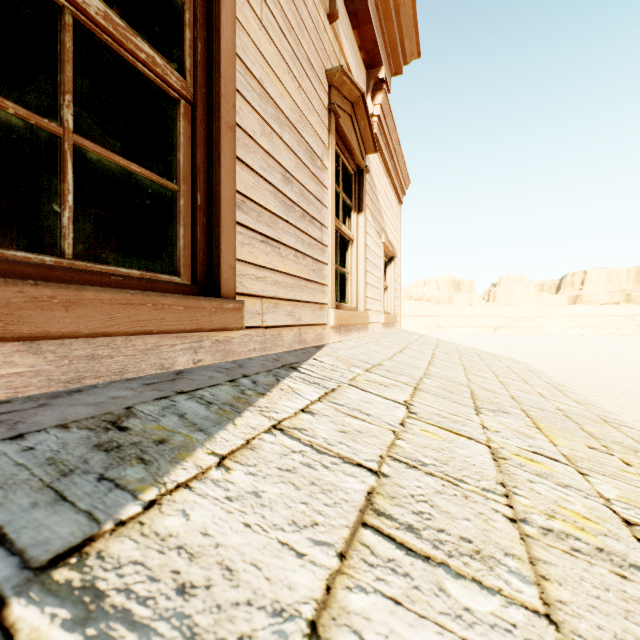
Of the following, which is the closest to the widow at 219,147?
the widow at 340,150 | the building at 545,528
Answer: the building at 545,528

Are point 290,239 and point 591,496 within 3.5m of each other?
yes

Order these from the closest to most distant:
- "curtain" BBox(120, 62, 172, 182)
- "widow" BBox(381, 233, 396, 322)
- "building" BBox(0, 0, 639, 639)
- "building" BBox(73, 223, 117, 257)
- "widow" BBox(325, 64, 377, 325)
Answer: "building" BBox(0, 0, 639, 639), "curtain" BBox(120, 62, 172, 182), "widow" BBox(325, 64, 377, 325), "widow" BBox(381, 233, 396, 322), "building" BBox(73, 223, 117, 257)

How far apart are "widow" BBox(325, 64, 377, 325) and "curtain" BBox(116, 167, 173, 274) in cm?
137

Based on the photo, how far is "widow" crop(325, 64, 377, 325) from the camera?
2.7 meters

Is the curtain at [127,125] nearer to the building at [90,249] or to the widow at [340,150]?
the building at [90,249]

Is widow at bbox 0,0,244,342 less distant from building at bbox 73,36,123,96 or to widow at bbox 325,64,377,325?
building at bbox 73,36,123,96
